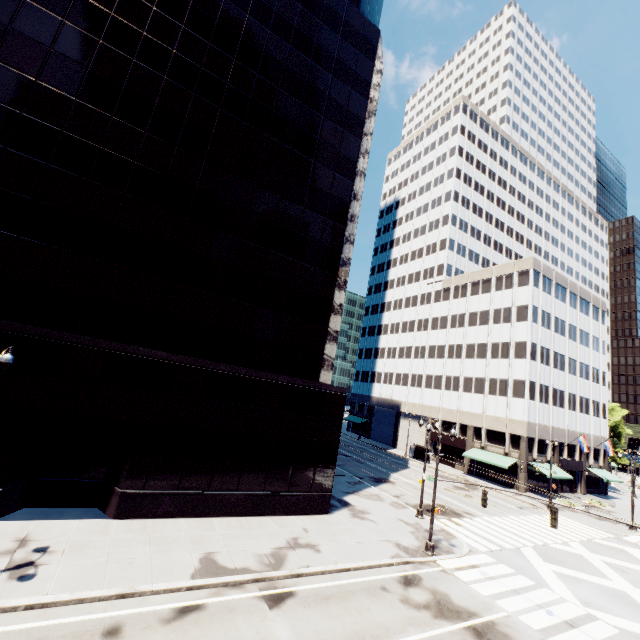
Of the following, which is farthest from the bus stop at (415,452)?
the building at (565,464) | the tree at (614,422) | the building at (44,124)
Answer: the tree at (614,422)

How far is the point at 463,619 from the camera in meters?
13.4 m

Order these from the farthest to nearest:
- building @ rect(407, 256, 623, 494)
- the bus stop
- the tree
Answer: the tree, the bus stop, building @ rect(407, 256, 623, 494)

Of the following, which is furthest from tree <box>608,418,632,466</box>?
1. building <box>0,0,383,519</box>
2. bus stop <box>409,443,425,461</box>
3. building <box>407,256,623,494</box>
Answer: building <box>0,0,383,519</box>

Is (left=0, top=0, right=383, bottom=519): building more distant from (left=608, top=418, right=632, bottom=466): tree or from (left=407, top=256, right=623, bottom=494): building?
(left=608, top=418, right=632, bottom=466): tree

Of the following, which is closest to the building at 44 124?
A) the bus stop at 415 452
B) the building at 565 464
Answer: the bus stop at 415 452

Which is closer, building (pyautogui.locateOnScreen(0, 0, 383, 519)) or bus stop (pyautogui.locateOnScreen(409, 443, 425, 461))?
building (pyautogui.locateOnScreen(0, 0, 383, 519))

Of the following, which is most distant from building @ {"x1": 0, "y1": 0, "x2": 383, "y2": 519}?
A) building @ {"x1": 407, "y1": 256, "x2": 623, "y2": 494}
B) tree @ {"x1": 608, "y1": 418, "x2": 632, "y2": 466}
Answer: tree @ {"x1": 608, "y1": 418, "x2": 632, "y2": 466}
